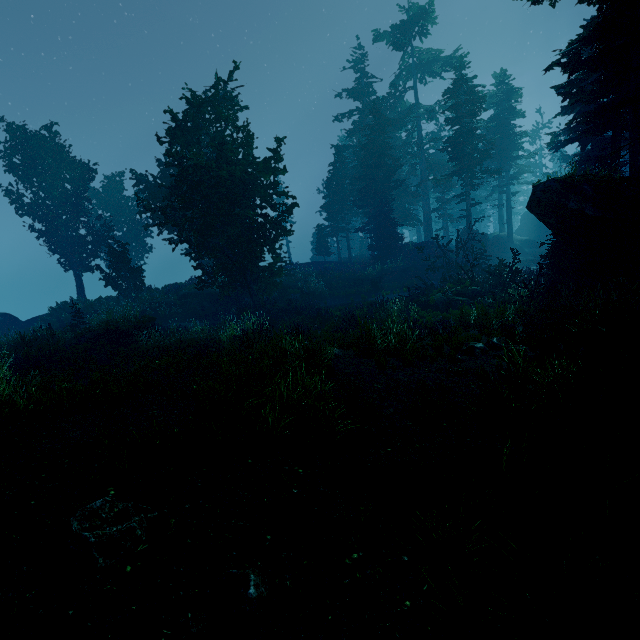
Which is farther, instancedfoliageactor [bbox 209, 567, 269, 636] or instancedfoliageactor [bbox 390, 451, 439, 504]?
instancedfoliageactor [bbox 390, 451, 439, 504]

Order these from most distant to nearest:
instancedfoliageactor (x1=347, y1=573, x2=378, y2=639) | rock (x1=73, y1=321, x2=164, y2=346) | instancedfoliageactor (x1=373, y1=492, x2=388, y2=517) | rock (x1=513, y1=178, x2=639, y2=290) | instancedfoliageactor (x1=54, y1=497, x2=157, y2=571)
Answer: rock (x1=73, y1=321, x2=164, y2=346) < rock (x1=513, y1=178, x2=639, y2=290) < instancedfoliageactor (x1=373, y1=492, x2=388, y2=517) < instancedfoliageactor (x1=54, y1=497, x2=157, y2=571) < instancedfoliageactor (x1=347, y1=573, x2=378, y2=639)

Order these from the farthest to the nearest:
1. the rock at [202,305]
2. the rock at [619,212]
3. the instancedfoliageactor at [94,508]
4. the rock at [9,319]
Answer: the rock at [9,319] < the rock at [202,305] < the rock at [619,212] < the instancedfoliageactor at [94,508]

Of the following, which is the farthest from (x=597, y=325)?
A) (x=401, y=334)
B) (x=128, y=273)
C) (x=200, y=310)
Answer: (x=128, y=273)

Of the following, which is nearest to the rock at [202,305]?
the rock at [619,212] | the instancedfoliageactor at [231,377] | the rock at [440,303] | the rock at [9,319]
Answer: the instancedfoliageactor at [231,377]

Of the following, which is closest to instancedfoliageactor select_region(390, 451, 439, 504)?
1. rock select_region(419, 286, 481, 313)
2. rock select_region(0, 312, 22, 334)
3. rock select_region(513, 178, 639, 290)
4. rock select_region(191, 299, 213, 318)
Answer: rock select_region(513, 178, 639, 290)

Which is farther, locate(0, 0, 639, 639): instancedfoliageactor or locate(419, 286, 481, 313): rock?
locate(419, 286, 481, 313): rock

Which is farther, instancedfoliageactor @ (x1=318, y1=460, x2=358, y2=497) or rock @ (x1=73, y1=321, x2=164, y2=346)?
rock @ (x1=73, y1=321, x2=164, y2=346)
